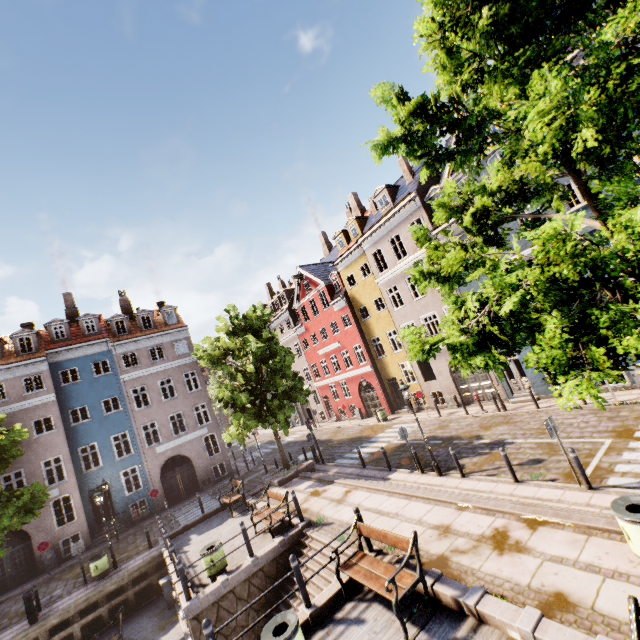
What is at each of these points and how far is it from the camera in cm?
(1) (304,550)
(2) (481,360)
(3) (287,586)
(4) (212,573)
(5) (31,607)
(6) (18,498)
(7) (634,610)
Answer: (1) stairs, 1055
(2) tree, 504
(3) stairs, 1012
(4) trash bin, 1026
(5) electrical box, 1327
(6) tree, 1419
(7) bench, 364

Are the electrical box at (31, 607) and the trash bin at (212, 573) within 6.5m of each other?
no

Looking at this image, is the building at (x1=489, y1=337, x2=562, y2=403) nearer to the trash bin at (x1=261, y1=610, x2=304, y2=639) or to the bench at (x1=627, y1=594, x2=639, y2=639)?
the bench at (x1=627, y1=594, x2=639, y2=639)

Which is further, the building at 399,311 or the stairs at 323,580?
the building at 399,311

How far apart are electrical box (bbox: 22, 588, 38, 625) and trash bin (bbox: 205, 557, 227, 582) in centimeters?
924cm

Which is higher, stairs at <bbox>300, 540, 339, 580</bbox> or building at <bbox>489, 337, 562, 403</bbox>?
building at <bbox>489, 337, 562, 403</bbox>

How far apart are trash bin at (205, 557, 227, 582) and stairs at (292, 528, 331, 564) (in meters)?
1.61

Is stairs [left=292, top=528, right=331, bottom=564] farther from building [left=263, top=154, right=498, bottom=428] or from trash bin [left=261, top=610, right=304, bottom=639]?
building [left=263, top=154, right=498, bottom=428]
